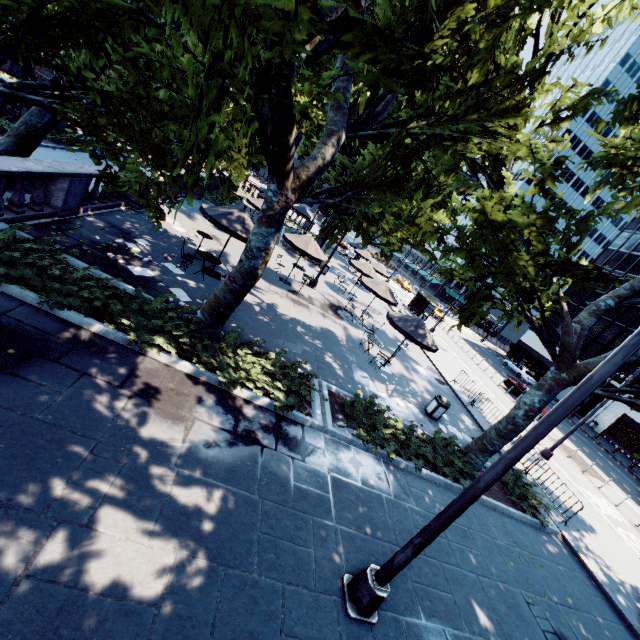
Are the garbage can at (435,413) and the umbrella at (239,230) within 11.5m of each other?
yes

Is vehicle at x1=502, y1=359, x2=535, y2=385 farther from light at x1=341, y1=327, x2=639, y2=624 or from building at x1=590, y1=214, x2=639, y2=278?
light at x1=341, y1=327, x2=639, y2=624

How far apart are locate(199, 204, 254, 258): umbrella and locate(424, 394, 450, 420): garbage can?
9.62m

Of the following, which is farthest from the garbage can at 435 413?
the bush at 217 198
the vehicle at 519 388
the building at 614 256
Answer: the building at 614 256

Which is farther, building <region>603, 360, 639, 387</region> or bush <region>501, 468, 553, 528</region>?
building <region>603, 360, 639, 387</region>

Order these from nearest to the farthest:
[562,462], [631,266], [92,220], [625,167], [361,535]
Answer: [361,535] < [625,167] < [92,220] < [562,462] < [631,266]

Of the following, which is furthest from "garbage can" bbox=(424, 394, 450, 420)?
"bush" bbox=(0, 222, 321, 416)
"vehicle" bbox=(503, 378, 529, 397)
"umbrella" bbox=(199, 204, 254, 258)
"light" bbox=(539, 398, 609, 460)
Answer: "vehicle" bbox=(503, 378, 529, 397)

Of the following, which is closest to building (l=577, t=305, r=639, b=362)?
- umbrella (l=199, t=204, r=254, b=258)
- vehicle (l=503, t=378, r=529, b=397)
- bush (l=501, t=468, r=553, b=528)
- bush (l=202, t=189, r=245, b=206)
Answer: vehicle (l=503, t=378, r=529, b=397)
